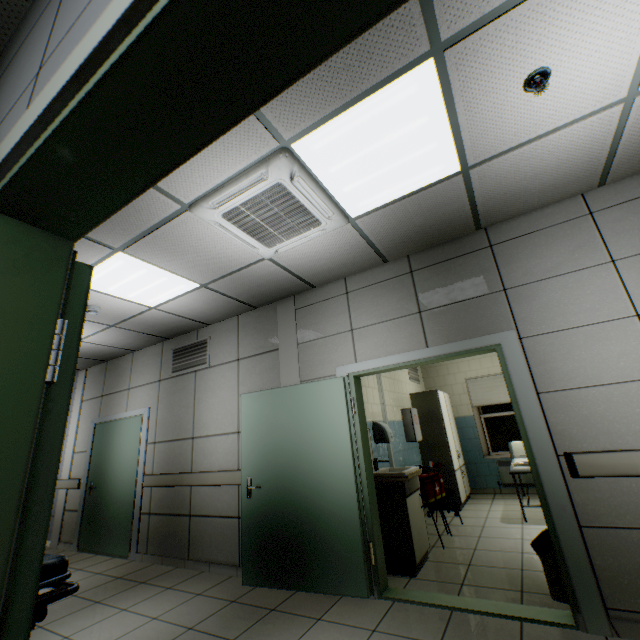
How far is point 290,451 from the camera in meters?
3.6 m

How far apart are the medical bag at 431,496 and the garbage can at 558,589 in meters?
1.5 m

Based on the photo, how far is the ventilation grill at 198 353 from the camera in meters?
5.0 m

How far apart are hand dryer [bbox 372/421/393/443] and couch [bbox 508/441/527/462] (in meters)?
3.15

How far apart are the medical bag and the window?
3.13m

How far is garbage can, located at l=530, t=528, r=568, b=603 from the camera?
2.62m

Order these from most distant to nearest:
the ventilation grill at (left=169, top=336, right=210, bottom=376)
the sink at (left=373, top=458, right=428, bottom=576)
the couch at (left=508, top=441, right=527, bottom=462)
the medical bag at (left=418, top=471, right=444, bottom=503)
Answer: the couch at (left=508, top=441, right=527, bottom=462)
the ventilation grill at (left=169, top=336, right=210, bottom=376)
the medical bag at (left=418, top=471, right=444, bottom=503)
the sink at (left=373, top=458, right=428, bottom=576)

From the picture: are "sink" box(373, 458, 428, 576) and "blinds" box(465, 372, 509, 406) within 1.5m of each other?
no
